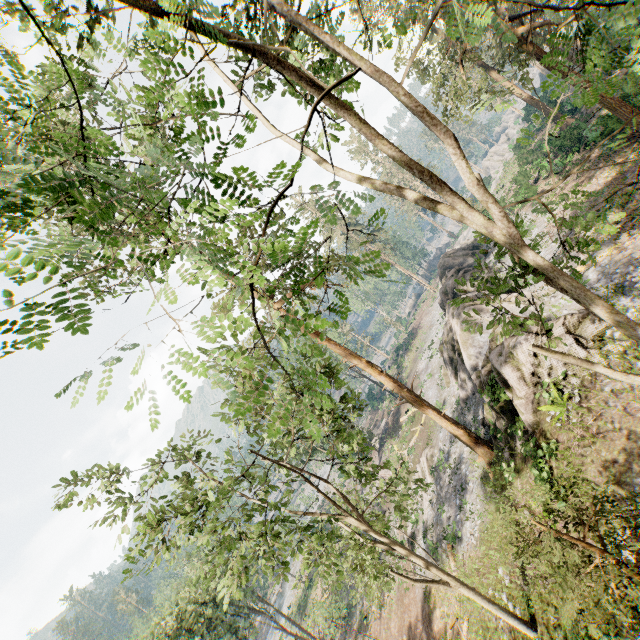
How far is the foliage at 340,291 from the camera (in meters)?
3.69

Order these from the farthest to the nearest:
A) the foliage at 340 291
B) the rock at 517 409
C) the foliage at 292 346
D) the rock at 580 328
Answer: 1. the rock at 517 409
2. the rock at 580 328
3. the foliage at 340 291
4. the foliage at 292 346

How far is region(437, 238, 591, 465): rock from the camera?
15.7m

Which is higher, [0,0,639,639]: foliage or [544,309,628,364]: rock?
[0,0,639,639]: foliage

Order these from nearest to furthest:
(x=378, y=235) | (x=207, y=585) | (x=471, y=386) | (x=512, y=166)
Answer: (x=207, y=585) → (x=471, y=386) → (x=512, y=166) → (x=378, y=235)

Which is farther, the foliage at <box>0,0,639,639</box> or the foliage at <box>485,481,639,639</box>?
the foliage at <box>485,481,639,639</box>

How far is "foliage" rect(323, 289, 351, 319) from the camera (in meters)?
3.69

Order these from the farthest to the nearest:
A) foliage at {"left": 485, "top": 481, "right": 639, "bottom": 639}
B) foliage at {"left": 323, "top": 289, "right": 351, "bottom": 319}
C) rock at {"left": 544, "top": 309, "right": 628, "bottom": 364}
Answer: rock at {"left": 544, "top": 309, "right": 628, "bottom": 364} → foliage at {"left": 485, "top": 481, "right": 639, "bottom": 639} → foliage at {"left": 323, "top": 289, "right": 351, "bottom": 319}
